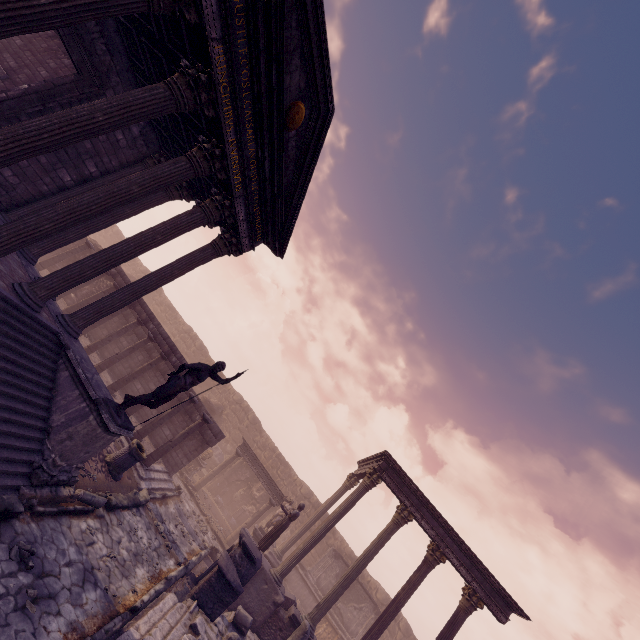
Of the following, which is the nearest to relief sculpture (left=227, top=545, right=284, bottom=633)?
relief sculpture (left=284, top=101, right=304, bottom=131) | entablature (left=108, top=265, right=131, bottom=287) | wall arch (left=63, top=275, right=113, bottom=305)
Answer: wall arch (left=63, top=275, right=113, bottom=305)

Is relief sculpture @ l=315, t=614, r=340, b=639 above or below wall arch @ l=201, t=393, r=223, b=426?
below

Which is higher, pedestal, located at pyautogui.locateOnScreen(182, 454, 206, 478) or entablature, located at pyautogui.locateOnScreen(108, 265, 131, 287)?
entablature, located at pyautogui.locateOnScreen(108, 265, 131, 287)

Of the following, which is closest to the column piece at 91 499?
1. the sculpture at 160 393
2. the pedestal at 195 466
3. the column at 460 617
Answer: the sculpture at 160 393

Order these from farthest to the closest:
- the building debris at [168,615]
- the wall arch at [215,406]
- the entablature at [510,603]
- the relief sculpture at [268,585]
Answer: the wall arch at [215,406], the entablature at [510,603], the relief sculpture at [268,585], the building debris at [168,615]

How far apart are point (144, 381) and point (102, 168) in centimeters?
954cm

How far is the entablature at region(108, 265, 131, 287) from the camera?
14.7 meters

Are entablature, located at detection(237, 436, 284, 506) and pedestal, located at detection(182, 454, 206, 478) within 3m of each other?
yes
